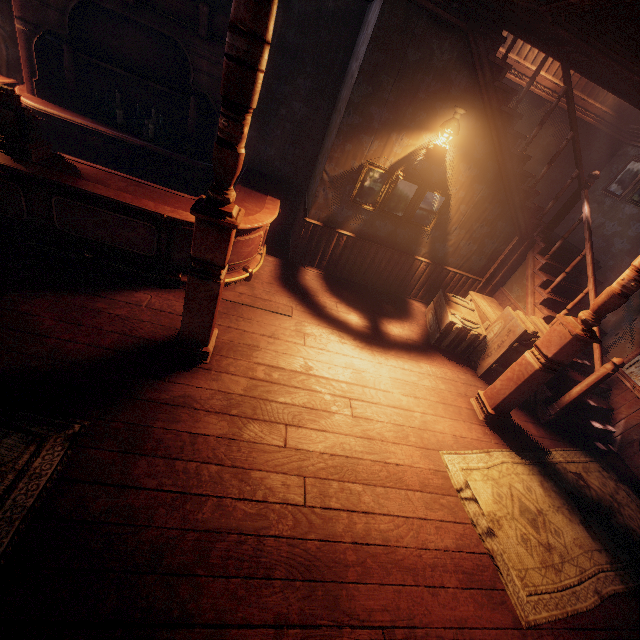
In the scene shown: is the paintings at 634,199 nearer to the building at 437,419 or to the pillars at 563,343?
the building at 437,419

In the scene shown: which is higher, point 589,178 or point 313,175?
point 589,178

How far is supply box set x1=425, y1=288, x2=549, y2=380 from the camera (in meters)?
4.75

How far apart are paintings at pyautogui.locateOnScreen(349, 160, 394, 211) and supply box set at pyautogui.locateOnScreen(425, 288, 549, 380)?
1.13m

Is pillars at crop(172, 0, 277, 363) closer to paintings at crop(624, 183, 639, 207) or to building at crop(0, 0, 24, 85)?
building at crop(0, 0, 24, 85)

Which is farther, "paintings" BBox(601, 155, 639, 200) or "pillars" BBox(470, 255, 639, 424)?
"paintings" BBox(601, 155, 639, 200)

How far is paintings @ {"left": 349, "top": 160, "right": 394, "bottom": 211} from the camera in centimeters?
490cm

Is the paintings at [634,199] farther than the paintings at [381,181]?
Yes
